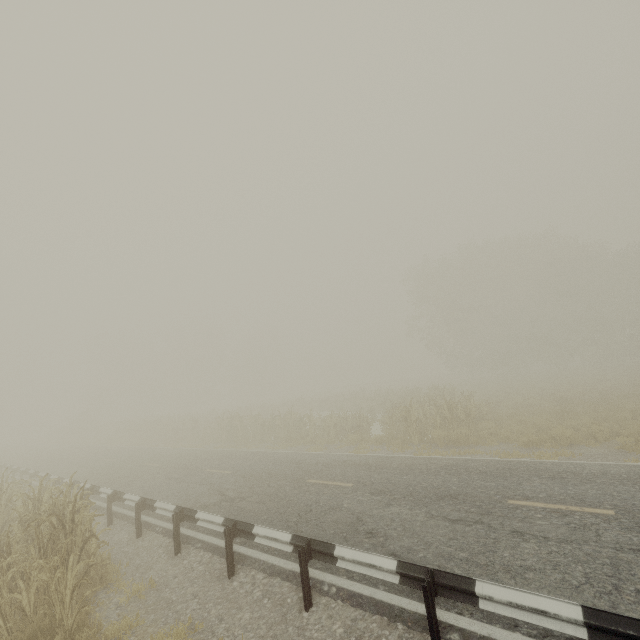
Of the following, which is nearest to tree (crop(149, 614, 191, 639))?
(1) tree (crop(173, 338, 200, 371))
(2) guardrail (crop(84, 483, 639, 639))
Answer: (2) guardrail (crop(84, 483, 639, 639))

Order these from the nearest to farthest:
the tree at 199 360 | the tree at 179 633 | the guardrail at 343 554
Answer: the guardrail at 343 554 < the tree at 179 633 < the tree at 199 360

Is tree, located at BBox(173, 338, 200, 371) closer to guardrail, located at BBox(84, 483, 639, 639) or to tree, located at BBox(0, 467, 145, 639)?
tree, located at BBox(0, 467, 145, 639)

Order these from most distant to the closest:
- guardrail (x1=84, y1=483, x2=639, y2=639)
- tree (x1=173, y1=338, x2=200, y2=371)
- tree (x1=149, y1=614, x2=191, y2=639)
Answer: tree (x1=173, y1=338, x2=200, y2=371) → tree (x1=149, y1=614, x2=191, y2=639) → guardrail (x1=84, y1=483, x2=639, y2=639)

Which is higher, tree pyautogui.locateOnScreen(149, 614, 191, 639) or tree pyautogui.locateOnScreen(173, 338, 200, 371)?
tree pyautogui.locateOnScreen(173, 338, 200, 371)

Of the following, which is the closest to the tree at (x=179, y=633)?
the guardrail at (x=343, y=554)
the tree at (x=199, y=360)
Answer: the guardrail at (x=343, y=554)

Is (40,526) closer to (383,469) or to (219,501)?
(219,501)
